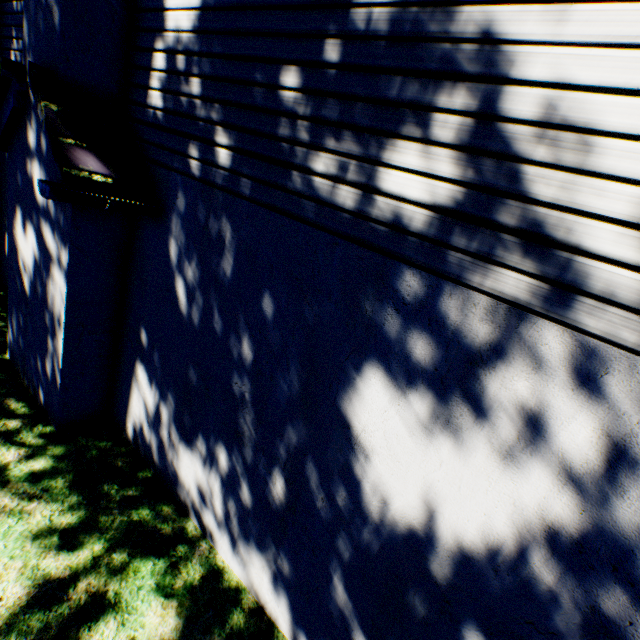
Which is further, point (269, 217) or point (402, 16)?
point (269, 217)
